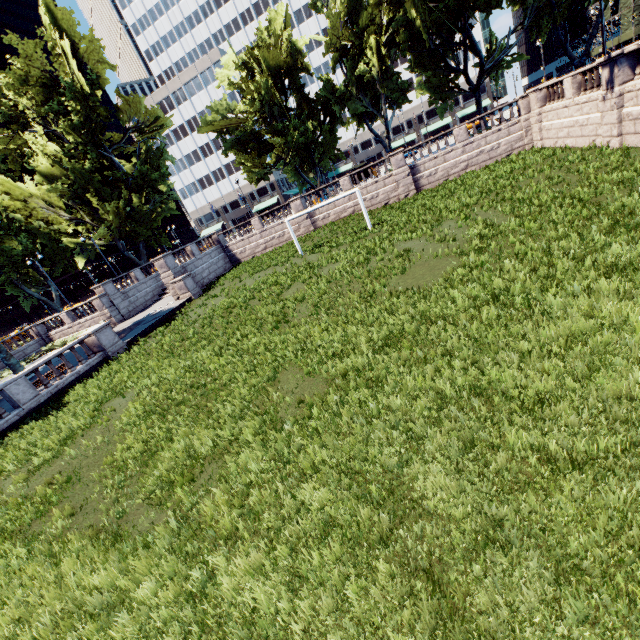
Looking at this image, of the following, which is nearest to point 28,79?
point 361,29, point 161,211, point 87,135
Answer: point 87,135

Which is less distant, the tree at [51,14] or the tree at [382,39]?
the tree at [382,39]

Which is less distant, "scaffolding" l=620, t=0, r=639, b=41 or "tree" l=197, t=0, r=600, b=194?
"tree" l=197, t=0, r=600, b=194

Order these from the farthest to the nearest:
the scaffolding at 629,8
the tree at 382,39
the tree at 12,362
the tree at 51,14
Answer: the scaffolding at 629,8 → the tree at 51,14 → the tree at 382,39 → the tree at 12,362

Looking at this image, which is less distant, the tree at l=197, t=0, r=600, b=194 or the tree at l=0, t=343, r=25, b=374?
the tree at l=0, t=343, r=25, b=374

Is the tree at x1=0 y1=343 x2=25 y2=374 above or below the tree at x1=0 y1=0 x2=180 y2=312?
below
